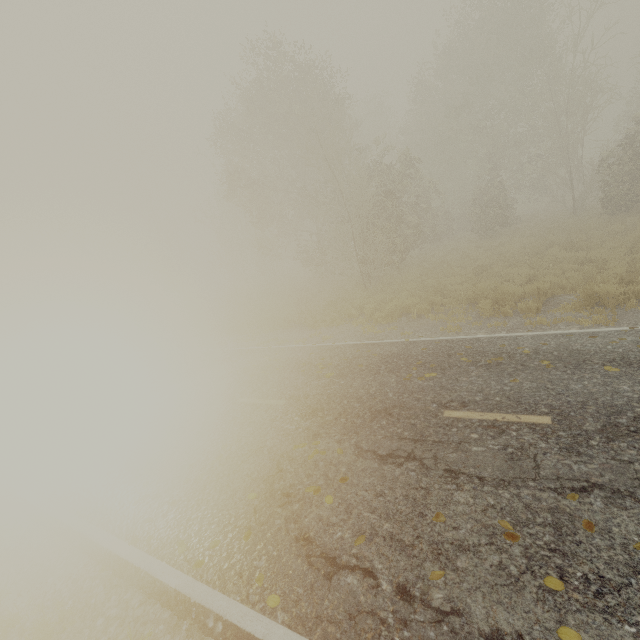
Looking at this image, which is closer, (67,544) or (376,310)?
(67,544)

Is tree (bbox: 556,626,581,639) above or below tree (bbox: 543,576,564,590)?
below

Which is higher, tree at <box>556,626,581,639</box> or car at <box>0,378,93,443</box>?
car at <box>0,378,93,443</box>

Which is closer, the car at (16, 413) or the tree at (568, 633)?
the tree at (568, 633)

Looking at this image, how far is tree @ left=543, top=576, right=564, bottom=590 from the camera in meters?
2.9

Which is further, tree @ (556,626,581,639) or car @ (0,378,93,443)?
car @ (0,378,93,443)

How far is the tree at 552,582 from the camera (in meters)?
2.86
